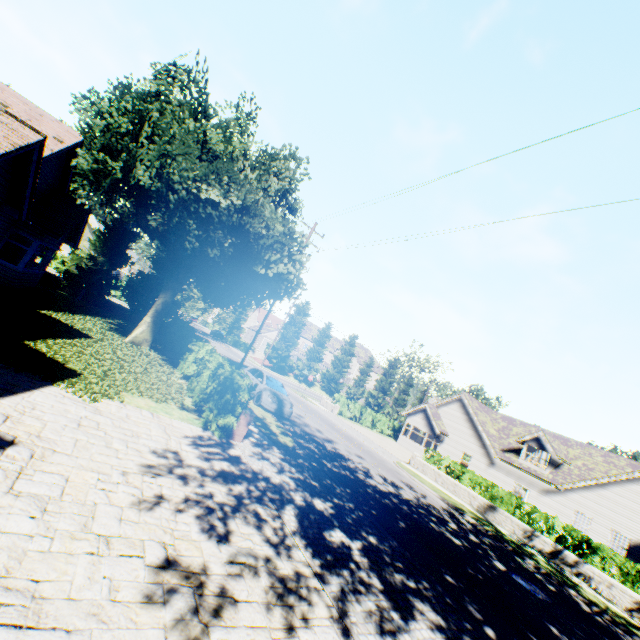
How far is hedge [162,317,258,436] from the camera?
9.3 meters

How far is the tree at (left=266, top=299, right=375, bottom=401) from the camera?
49.22m

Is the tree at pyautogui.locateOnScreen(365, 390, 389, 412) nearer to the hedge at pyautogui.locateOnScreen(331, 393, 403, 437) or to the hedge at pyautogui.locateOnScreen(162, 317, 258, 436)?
the hedge at pyautogui.locateOnScreen(162, 317, 258, 436)

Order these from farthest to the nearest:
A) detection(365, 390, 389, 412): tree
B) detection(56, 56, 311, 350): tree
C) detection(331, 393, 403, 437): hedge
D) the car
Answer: detection(365, 390, 389, 412): tree
detection(331, 393, 403, 437): hedge
the car
detection(56, 56, 311, 350): tree

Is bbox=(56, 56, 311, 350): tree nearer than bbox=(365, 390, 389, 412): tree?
Yes

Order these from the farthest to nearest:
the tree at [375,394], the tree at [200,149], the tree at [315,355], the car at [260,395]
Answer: the tree at [375,394]
the tree at [315,355]
the car at [260,395]
the tree at [200,149]

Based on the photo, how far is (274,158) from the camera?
18.5 meters

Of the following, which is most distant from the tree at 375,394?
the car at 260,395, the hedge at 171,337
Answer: the car at 260,395
